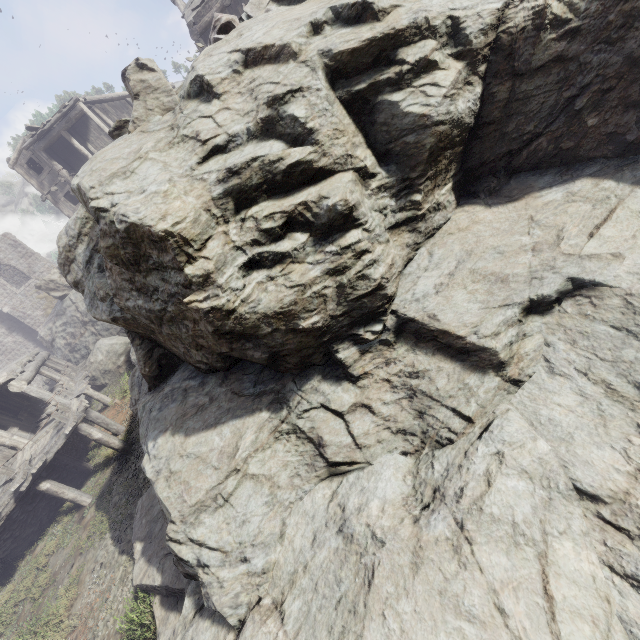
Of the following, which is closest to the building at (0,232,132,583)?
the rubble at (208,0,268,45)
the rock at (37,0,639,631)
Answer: the rock at (37,0,639,631)

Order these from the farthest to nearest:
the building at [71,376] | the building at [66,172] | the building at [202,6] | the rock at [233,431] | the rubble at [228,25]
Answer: the building at [66,172], the building at [202,6], the building at [71,376], the rubble at [228,25], the rock at [233,431]

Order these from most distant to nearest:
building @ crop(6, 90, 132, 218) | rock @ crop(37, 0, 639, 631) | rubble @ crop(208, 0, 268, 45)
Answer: building @ crop(6, 90, 132, 218) < rubble @ crop(208, 0, 268, 45) < rock @ crop(37, 0, 639, 631)

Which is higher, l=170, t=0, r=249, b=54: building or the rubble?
l=170, t=0, r=249, b=54: building

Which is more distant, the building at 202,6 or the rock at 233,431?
the building at 202,6

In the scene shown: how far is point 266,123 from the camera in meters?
3.9 m

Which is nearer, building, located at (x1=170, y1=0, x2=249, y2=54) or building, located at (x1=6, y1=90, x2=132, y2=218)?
building, located at (x1=170, y1=0, x2=249, y2=54)
